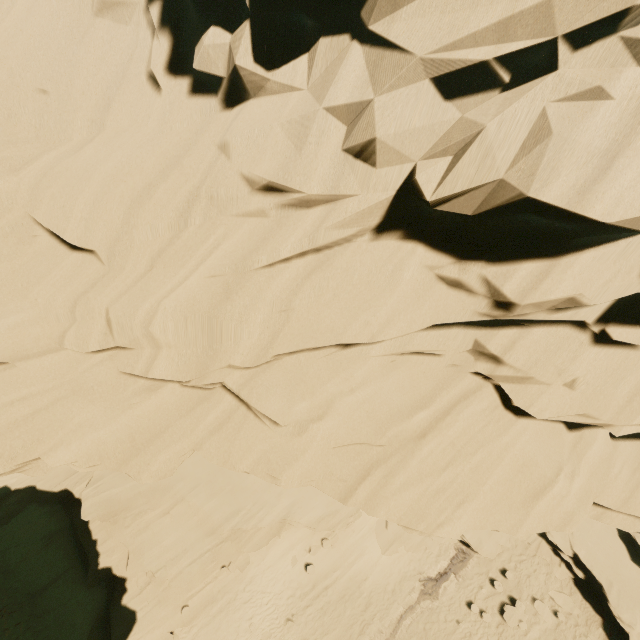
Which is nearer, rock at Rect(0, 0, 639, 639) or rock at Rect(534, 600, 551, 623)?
rock at Rect(0, 0, 639, 639)

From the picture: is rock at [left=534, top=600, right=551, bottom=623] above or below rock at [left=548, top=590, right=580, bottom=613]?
below

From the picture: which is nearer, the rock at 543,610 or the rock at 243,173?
the rock at 243,173

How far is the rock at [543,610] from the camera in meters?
16.5

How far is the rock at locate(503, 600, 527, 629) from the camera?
16.3 meters

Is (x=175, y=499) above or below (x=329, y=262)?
below
